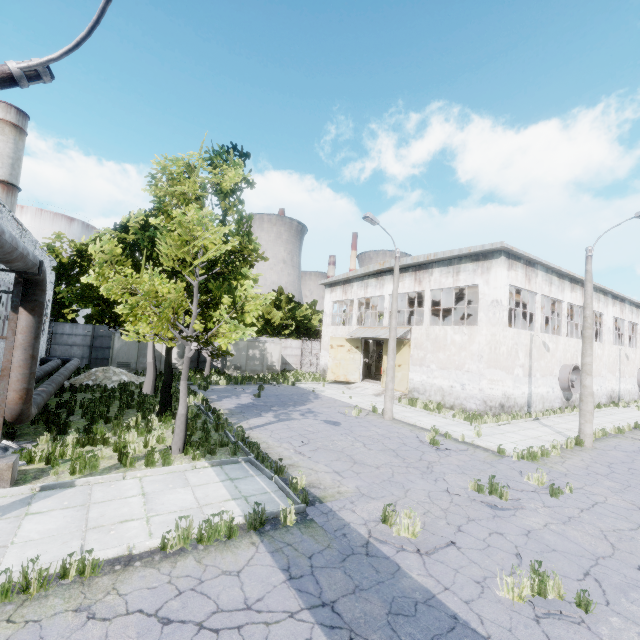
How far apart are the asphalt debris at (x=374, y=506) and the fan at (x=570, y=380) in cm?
2062

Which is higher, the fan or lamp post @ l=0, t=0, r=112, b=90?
lamp post @ l=0, t=0, r=112, b=90

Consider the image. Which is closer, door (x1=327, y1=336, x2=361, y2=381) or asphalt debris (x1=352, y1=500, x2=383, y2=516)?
asphalt debris (x1=352, y1=500, x2=383, y2=516)

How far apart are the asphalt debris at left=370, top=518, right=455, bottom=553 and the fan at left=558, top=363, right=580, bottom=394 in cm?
2062

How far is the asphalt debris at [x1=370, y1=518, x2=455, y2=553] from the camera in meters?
5.9

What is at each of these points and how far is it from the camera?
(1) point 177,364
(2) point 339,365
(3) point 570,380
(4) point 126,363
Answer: (1) fuse box, 27.0m
(2) door, 28.4m
(3) fan, 22.7m
(4) fuse box, 25.0m

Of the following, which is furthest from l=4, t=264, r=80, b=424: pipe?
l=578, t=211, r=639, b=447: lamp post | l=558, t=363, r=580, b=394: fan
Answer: l=558, t=363, r=580, b=394: fan

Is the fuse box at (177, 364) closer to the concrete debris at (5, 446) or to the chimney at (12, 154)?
the concrete debris at (5, 446)
